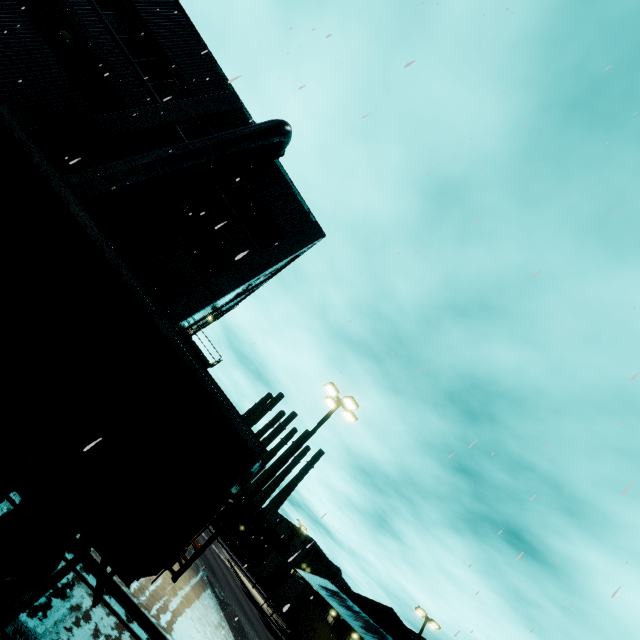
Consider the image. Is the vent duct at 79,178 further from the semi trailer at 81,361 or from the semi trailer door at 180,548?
the semi trailer door at 180,548

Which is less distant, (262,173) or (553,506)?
(553,506)

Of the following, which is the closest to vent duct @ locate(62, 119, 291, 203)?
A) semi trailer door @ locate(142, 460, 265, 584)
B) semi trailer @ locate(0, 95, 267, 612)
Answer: semi trailer @ locate(0, 95, 267, 612)

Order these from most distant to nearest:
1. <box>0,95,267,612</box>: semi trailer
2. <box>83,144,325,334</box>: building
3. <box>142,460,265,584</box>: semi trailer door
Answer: <box>83,144,325,334</box>: building, <box>142,460,265,584</box>: semi trailer door, <box>0,95,267,612</box>: semi trailer

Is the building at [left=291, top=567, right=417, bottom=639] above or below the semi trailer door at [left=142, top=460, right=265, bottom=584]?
above

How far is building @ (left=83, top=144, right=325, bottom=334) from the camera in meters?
13.3

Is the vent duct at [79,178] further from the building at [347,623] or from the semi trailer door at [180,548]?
the semi trailer door at [180,548]

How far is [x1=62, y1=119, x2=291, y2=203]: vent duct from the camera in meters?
11.3 m
